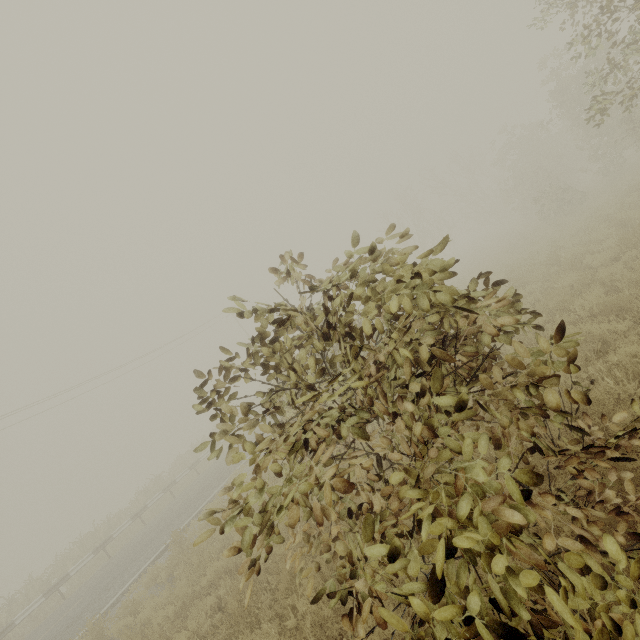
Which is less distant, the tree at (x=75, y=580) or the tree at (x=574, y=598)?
the tree at (x=574, y=598)

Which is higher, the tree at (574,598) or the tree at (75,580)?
the tree at (574,598)

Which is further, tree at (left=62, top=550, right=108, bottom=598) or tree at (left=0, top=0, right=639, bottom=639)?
tree at (left=62, top=550, right=108, bottom=598)

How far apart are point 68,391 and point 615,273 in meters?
31.5

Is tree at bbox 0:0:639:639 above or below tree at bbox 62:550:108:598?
above

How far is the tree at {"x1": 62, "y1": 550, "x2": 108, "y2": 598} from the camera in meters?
15.5 m
